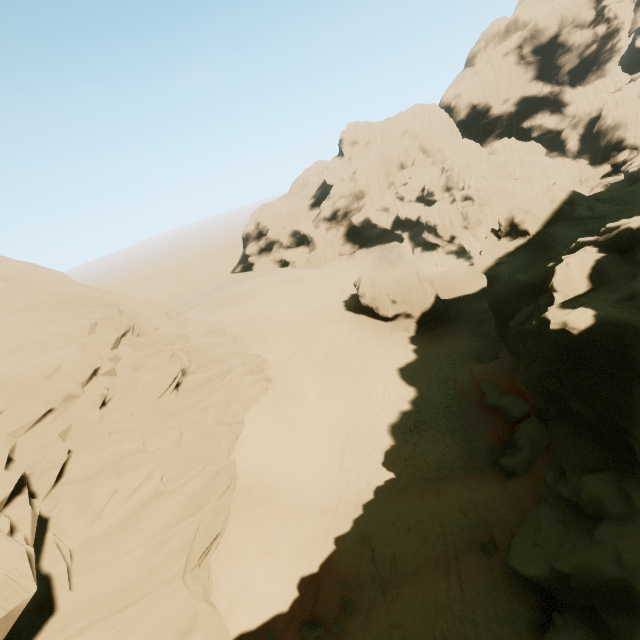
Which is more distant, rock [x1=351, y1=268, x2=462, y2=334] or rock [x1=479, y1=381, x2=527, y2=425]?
rock [x1=351, y1=268, x2=462, y2=334]

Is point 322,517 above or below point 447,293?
above

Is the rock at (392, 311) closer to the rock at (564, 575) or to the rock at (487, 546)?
the rock at (564, 575)

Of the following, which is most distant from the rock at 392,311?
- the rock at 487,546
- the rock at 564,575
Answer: the rock at 487,546

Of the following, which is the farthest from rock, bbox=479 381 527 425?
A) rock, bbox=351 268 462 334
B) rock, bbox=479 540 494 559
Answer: rock, bbox=351 268 462 334

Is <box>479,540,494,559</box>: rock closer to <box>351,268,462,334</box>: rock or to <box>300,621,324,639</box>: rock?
<box>300,621,324,639</box>: rock
